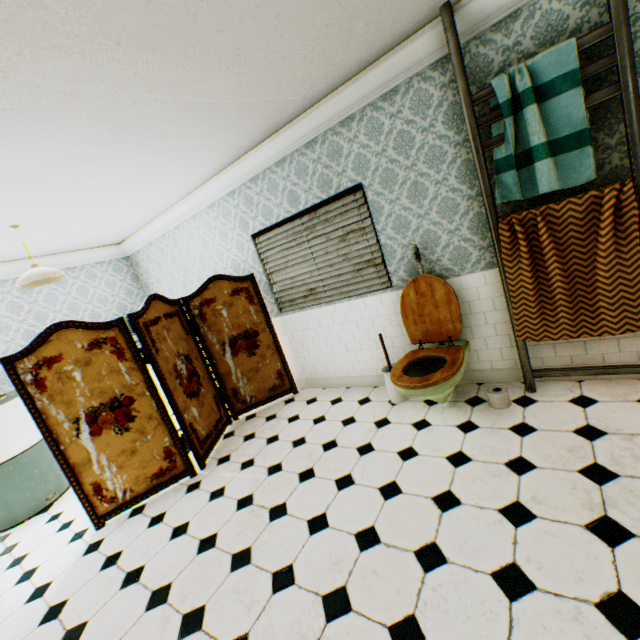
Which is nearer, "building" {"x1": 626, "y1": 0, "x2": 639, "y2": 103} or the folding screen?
"building" {"x1": 626, "y1": 0, "x2": 639, "y2": 103}

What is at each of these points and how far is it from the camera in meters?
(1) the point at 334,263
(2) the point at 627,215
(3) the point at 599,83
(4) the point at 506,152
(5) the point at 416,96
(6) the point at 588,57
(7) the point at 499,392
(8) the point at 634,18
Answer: (1) blinds, 3.8
(2) towel, 2.2
(3) building, 2.2
(4) towel, 2.4
(5) building, 2.8
(6) building, 2.2
(7) paper towel, 2.8
(8) building, 2.0

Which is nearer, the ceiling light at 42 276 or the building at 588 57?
the building at 588 57

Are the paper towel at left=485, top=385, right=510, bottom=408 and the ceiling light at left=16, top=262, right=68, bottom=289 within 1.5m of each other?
no

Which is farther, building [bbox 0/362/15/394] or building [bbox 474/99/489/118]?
building [bbox 0/362/15/394]

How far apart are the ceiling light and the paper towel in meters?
4.7

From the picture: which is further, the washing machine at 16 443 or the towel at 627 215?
the washing machine at 16 443

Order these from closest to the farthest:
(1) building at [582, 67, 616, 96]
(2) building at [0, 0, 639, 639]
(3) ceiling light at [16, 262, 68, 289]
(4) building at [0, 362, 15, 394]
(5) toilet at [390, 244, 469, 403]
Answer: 1. (2) building at [0, 0, 639, 639]
2. (1) building at [582, 67, 616, 96]
3. (5) toilet at [390, 244, 469, 403]
4. (3) ceiling light at [16, 262, 68, 289]
5. (4) building at [0, 362, 15, 394]
